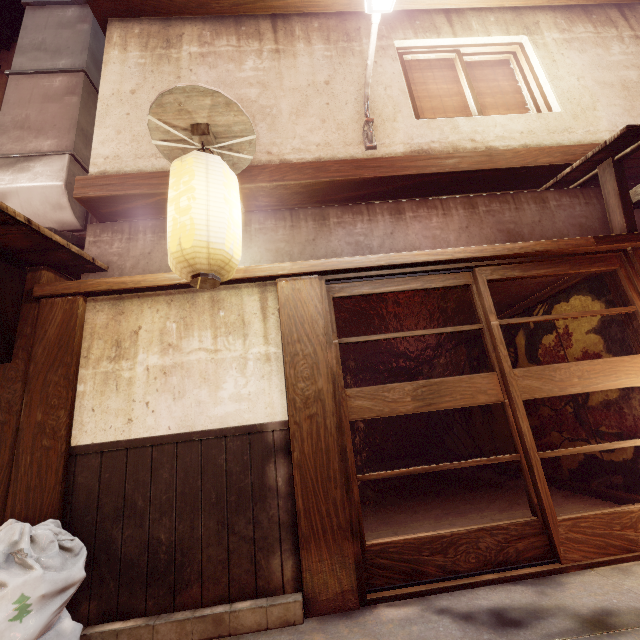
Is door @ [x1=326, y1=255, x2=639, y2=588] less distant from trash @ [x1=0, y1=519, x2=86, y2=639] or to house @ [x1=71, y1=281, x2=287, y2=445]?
house @ [x1=71, y1=281, x2=287, y2=445]

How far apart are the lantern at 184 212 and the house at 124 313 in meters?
0.8

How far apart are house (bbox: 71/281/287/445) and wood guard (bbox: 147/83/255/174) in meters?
2.0 m

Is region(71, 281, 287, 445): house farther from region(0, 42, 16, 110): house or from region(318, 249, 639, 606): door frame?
region(0, 42, 16, 110): house

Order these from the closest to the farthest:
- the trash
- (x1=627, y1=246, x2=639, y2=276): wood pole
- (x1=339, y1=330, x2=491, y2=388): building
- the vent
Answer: the trash, (x1=627, y1=246, x2=639, y2=276): wood pole, the vent, (x1=339, y1=330, x2=491, y2=388): building

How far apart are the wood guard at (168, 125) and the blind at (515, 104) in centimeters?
631cm

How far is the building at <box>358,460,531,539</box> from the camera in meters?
7.6 m

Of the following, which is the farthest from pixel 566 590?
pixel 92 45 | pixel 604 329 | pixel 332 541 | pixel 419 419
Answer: pixel 92 45
